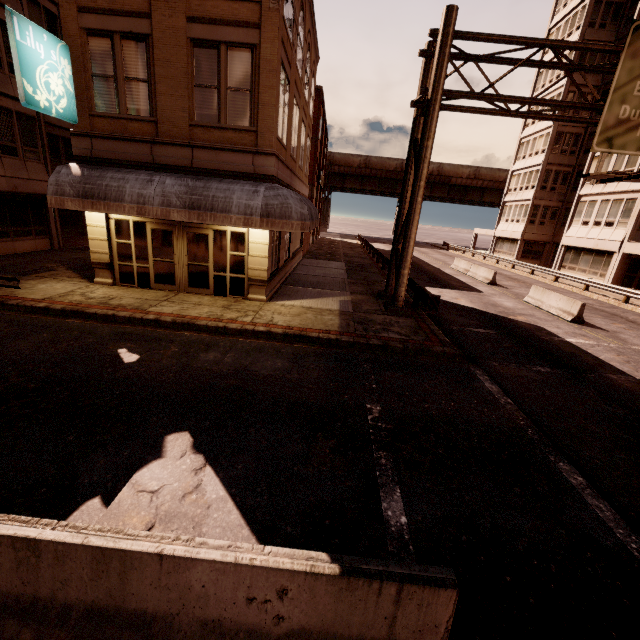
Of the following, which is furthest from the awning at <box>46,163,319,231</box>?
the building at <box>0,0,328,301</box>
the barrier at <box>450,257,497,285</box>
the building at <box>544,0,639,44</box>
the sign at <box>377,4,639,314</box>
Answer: the building at <box>544,0,639,44</box>

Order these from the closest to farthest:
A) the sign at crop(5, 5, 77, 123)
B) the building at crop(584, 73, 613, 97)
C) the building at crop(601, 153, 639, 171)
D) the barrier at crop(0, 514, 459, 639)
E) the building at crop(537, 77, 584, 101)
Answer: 1. the barrier at crop(0, 514, 459, 639)
2. the sign at crop(5, 5, 77, 123)
3. the building at crop(601, 153, 639, 171)
4. the building at crop(584, 73, 613, 97)
5. the building at crop(537, 77, 584, 101)

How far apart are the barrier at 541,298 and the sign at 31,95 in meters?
21.6 m

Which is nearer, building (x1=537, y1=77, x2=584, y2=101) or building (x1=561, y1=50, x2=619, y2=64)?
building (x1=561, y1=50, x2=619, y2=64)

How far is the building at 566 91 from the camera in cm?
3322

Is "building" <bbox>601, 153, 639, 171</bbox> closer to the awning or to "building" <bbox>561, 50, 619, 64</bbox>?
"building" <bbox>561, 50, 619, 64</bbox>

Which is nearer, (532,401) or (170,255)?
(532,401)

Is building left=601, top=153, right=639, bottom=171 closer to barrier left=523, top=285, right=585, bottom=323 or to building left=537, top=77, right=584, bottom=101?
building left=537, top=77, right=584, bottom=101
